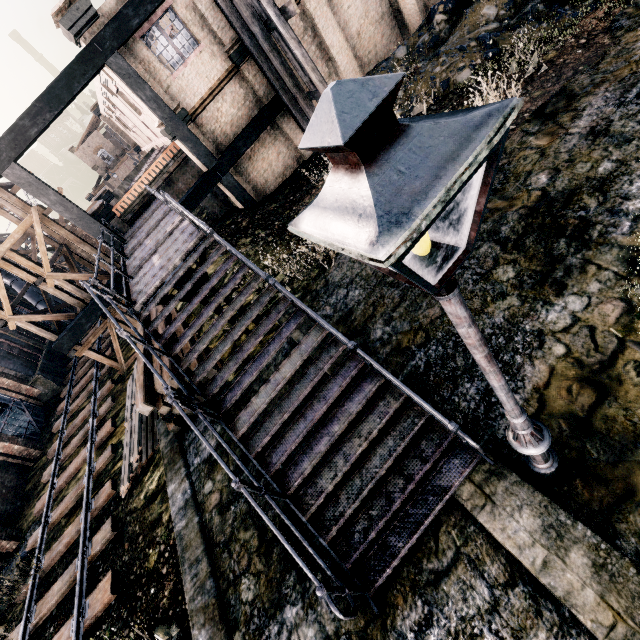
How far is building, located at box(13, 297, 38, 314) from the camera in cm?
2960

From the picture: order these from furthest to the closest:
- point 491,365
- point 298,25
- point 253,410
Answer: point 298,25
point 253,410
point 491,365

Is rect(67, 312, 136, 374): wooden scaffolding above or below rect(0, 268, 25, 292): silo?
below

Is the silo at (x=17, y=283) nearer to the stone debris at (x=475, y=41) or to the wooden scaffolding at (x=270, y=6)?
the wooden scaffolding at (x=270, y=6)

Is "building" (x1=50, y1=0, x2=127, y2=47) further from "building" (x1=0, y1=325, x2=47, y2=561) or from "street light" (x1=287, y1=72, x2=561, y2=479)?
"street light" (x1=287, y1=72, x2=561, y2=479)

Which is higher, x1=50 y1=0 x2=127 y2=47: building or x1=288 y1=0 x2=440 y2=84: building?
x1=50 y1=0 x2=127 y2=47: building

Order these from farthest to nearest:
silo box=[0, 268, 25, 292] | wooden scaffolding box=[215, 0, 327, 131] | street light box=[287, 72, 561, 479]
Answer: silo box=[0, 268, 25, 292]
wooden scaffolding box=[215, 0, 327, 131]
street light box=[287, 72, 561, 479]

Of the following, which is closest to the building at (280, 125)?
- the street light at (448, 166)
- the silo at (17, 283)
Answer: the silo at (17, 283)
